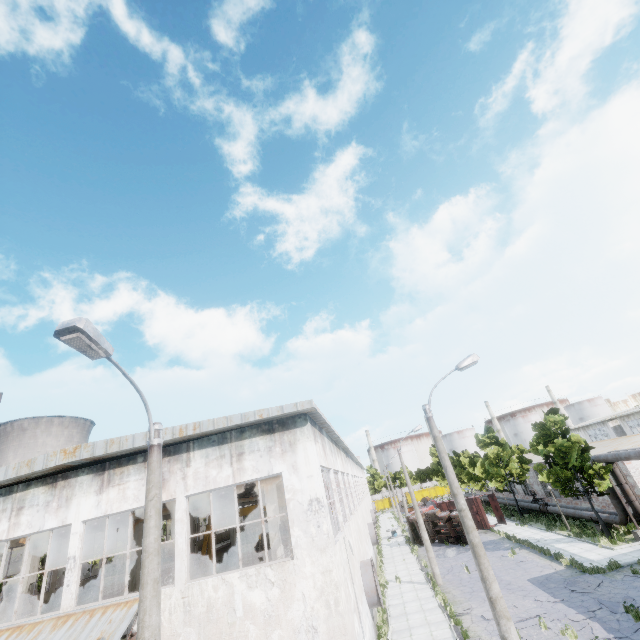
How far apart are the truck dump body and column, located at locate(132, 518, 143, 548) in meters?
32.1

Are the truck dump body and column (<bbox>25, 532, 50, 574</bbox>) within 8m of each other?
no

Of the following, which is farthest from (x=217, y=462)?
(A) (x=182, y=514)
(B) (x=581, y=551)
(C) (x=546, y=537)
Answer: (C) (x=546, y=537)

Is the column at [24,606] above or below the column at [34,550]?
below

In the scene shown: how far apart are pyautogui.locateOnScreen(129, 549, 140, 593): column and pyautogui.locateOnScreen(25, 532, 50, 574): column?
7.5 meters

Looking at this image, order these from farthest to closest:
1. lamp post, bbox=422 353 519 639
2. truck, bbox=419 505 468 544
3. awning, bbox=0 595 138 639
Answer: truck, bbox=419 505 468 544
awning, bbox=0 595 138 639
lamp post, bbox=422 353 519 639

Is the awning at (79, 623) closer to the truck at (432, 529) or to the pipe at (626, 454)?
the pipe at (626, 454)
